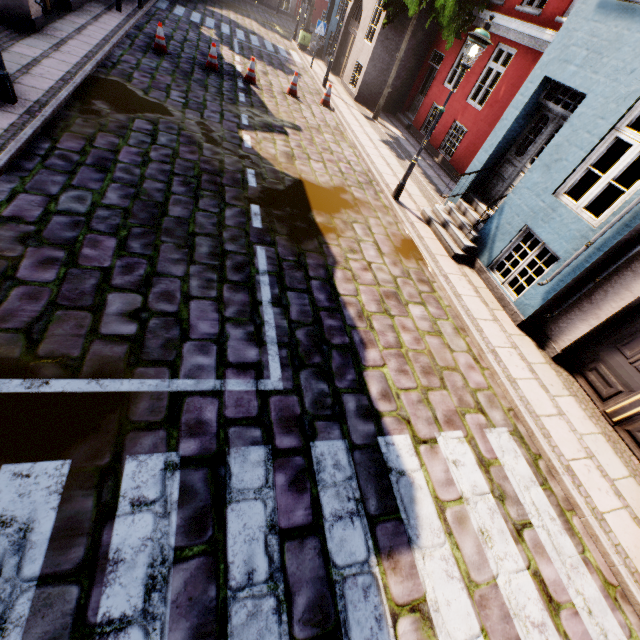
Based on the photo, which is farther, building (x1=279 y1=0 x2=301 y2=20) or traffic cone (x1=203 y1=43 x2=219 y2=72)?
building (x1=279 y1=0 x2=301 y2=20)

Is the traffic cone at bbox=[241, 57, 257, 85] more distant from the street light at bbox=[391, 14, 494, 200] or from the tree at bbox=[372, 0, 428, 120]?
the street light at bbox=[391, 14, 494, 200]

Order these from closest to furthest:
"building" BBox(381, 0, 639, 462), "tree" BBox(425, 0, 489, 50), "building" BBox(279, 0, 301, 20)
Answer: "building" BBox(381, 0, 639, 462) < "tree" BBox(425, 0, 489, 50) < "building" BBox(279, 0, 301, 20)

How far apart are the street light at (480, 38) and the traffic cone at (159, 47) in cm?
926

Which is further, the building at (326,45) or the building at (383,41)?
the building at (326,45)

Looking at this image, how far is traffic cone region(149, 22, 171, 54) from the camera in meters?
10.4

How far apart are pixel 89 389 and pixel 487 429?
4.99m

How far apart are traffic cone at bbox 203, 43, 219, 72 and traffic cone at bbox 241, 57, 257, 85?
0.8 meters
